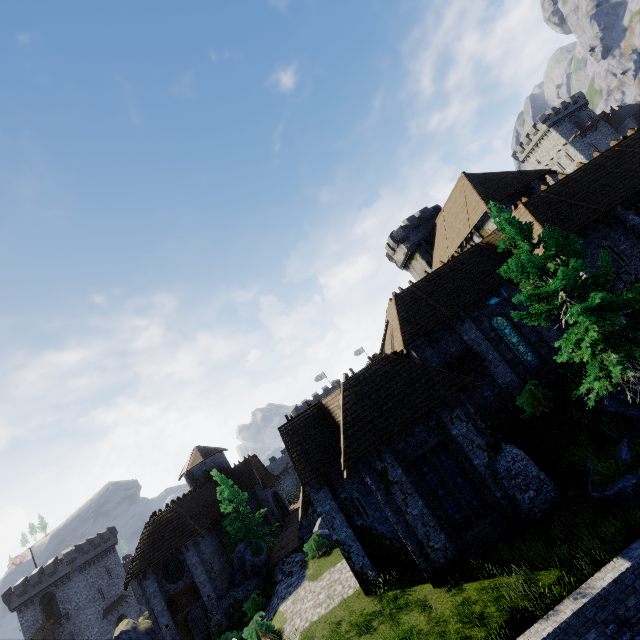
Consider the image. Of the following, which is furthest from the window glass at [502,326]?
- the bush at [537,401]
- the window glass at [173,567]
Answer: the window glass at [173,567]

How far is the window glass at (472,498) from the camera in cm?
1398

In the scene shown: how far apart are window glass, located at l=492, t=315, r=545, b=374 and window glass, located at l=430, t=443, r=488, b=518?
7.66m

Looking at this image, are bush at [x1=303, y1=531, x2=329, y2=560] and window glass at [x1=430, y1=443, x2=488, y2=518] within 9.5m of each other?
no

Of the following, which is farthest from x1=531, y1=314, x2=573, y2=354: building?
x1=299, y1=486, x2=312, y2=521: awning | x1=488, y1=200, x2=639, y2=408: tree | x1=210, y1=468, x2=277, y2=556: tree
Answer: x1=210, y1=468, x2=277, y2=556: tree

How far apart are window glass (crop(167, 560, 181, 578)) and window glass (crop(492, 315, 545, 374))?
30.80m

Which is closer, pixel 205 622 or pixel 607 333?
pixel 607 333

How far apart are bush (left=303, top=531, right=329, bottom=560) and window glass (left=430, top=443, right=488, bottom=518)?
14.3m
